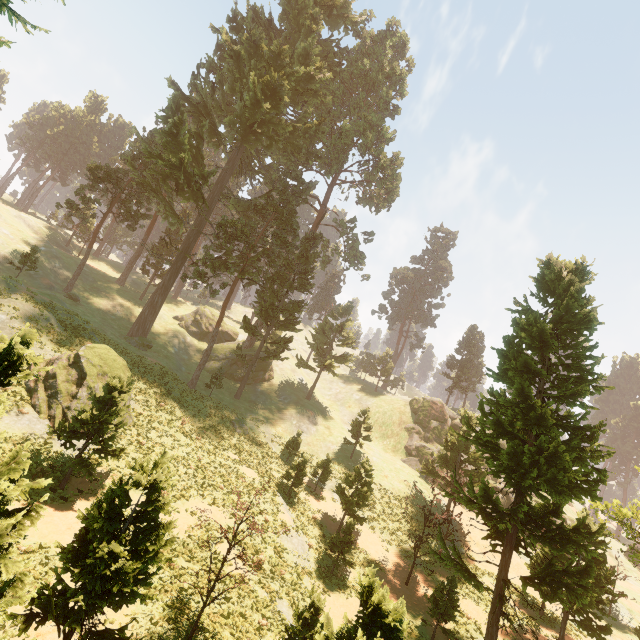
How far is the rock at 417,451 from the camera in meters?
45.3

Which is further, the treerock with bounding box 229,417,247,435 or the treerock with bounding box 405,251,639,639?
the treerock with bounding box 229,417,247,435

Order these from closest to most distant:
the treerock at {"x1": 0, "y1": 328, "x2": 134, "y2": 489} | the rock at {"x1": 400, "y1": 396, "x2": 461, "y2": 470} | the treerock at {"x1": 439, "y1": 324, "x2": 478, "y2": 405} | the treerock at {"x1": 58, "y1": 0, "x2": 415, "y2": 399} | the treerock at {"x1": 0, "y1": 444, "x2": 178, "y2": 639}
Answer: the treerock at {"x1": 0, "y1": 328, "x2": 134, "y2": 489}, the treerock at {"x1": 0, "y1": 444, "x2": 178, "y2": 639}, the treerock at {"x1": 58, "y1": 0, "x2": 415, "y2": 399}, the rock at {"x1": 400, "y1": 396, "x2": 461, "y2": 470}, the treerock at {"x1": 439, "y1": 324, "x2": 478, "y2": 405}

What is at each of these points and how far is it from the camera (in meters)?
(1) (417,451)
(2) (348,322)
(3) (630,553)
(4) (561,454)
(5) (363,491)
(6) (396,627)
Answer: (1) rock, 45.72
(2) treerock, 51.78
(3) treerock, 47.16
(4) treerock, 18.34
(5) treerock, 25.02
(6) treerock, 6.79

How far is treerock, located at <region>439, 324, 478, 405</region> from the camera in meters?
57.0 m

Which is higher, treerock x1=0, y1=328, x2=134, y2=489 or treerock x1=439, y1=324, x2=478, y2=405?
treerock x1=439, y1=324, x2=478, y2=405

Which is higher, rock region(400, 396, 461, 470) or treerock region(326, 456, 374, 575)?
rock region(400, 396, 461, 470)

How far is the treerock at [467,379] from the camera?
57.0m
